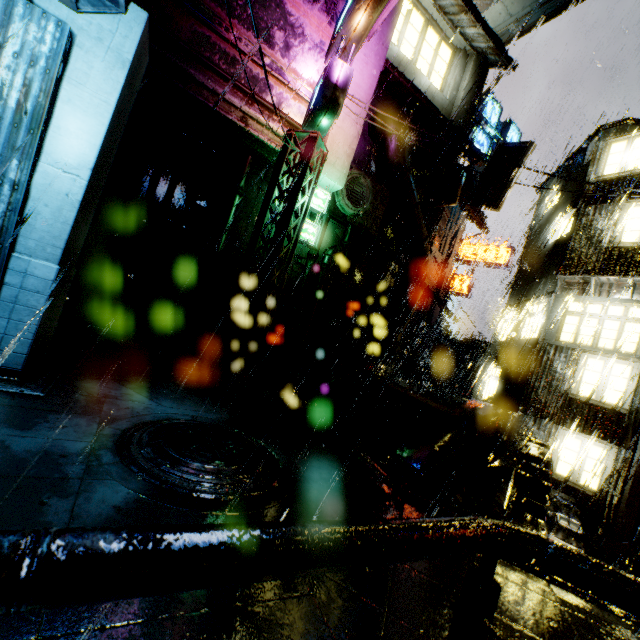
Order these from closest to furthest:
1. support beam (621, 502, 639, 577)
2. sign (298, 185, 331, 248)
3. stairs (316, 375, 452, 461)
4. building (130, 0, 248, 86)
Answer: support beam (621, 502, 639, 577)
stairs (316, 375, 452, 461)
building (130, 0, 248, 86)
sign (298, 185, 331, 248)

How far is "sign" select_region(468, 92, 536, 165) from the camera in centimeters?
1450cm

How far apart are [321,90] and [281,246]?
5.1m

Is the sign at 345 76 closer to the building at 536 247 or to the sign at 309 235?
the building at 536 247

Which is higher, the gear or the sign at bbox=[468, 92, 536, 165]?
the sign at bbox=[468, 92, 536, 165]

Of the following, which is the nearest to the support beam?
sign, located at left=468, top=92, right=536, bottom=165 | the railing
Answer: the railing

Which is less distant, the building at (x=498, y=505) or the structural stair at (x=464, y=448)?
the structural stair at (x=464, y=448)

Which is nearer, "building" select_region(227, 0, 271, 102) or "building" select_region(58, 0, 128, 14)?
"building" select_region(58, 0, 128, 14)
